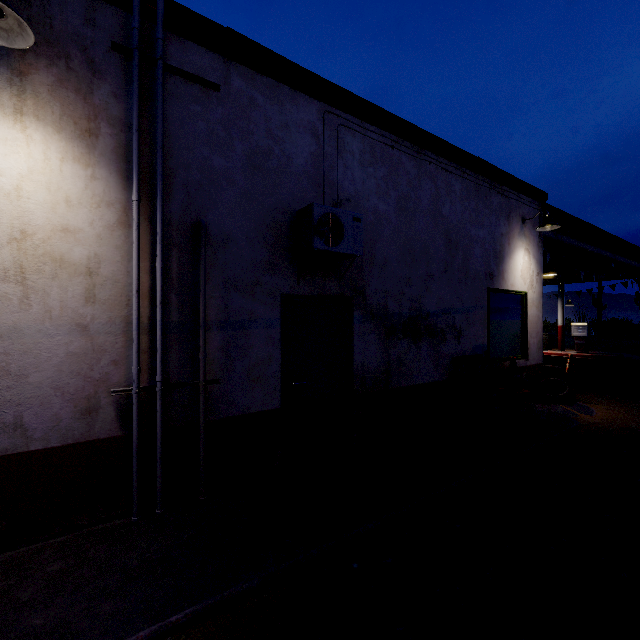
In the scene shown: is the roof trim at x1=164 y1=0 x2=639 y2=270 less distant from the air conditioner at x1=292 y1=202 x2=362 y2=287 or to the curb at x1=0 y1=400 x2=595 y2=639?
the air conditioner at x1=292 y1=202 x2=362 y2=287

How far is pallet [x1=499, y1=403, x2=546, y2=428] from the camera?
5.58m

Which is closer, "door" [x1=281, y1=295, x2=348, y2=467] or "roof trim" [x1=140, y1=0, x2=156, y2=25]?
"roof trim" [x1=140, y1=0, x2=156, y2=25]

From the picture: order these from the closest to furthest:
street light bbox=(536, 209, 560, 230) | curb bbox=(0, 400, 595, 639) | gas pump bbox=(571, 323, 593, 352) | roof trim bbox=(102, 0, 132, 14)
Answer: curb bbox=(0, 400, 595, 639) → roof trim bbox=(102, 0, 132, 14) → street light bbox=(536, 209, 560, 230) → gas pump bbox=(571, 323, 593, 352)

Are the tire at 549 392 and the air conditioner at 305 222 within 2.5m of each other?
no

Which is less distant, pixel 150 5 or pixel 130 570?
pixel 130 570

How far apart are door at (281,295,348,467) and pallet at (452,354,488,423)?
2.4m

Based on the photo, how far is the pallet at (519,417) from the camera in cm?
558
